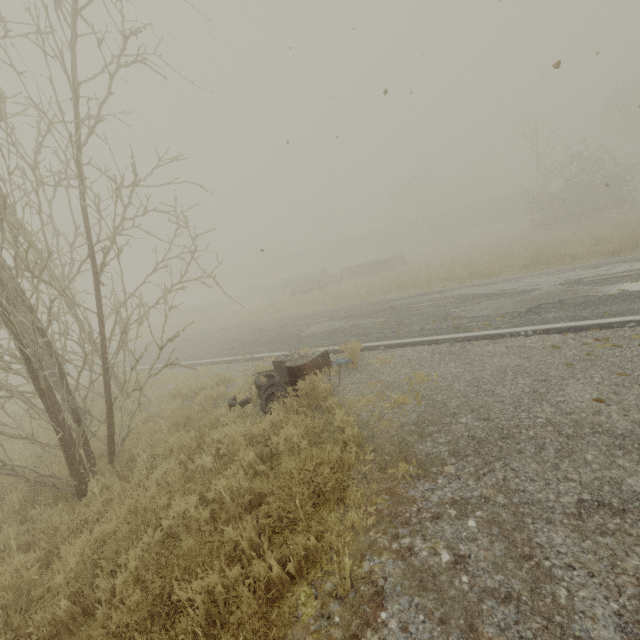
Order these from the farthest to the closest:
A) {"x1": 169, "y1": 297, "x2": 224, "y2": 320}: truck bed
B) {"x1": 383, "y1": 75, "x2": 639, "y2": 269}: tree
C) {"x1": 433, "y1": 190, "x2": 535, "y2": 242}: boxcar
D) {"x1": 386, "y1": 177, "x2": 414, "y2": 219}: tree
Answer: {"x1": 433, "y1": 190, "x2": 535, "y2": 242}: boxcar < {"x1": 386, "y1": 177, "x2": 414, "y2": 219}: tree < {"x1": 169, "y1": 297, "x2": 224, "y2": 320}: truck bed < {"x1": 383, "y1": 75, "x2": 639, "y2": 269}: tree

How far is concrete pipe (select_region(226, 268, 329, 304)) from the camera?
32.0m

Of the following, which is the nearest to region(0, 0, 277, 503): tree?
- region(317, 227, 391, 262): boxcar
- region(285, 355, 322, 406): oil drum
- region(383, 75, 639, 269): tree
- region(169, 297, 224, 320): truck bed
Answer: region(285, 355, 322, 406): oil drum

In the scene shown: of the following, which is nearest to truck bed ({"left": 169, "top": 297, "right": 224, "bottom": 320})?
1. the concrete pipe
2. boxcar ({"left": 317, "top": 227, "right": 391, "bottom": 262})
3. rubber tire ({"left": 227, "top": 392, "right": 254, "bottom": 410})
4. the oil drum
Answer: the concrete pipe

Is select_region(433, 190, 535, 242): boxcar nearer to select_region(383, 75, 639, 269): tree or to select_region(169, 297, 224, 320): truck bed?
select_region(383, 75, 639, 269): tree

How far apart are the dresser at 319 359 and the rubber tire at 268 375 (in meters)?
0.16

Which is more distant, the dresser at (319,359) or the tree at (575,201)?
the tree at (575,201)

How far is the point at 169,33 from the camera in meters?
8.6 m
